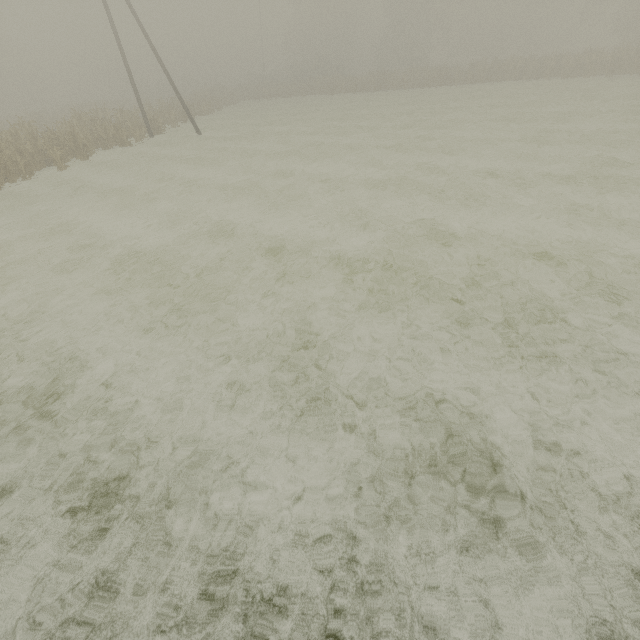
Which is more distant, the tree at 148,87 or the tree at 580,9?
the tree at 580,9

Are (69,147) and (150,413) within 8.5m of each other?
no

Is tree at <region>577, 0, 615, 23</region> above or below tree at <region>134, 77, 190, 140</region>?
above

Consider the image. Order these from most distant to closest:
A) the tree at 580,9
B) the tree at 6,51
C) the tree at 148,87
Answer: the tree at 580,9 < the tree at 148,87 < the tree at 6,51

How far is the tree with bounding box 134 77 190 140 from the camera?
24.2m

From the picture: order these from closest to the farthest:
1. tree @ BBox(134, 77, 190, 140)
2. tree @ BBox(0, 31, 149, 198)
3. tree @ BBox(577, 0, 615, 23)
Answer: tree @ BBox(0, 31, 149, 198)
tree @ BBox(134, 77, 190, 140)
tree @ BBox(577, 0, 615, 23)

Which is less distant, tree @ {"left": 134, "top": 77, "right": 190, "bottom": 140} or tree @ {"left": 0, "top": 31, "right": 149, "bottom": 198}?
tree @ {"left": 0, "top": 31, "right": 149, "bottom": 198}

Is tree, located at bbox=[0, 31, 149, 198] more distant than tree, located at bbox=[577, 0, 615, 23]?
No
